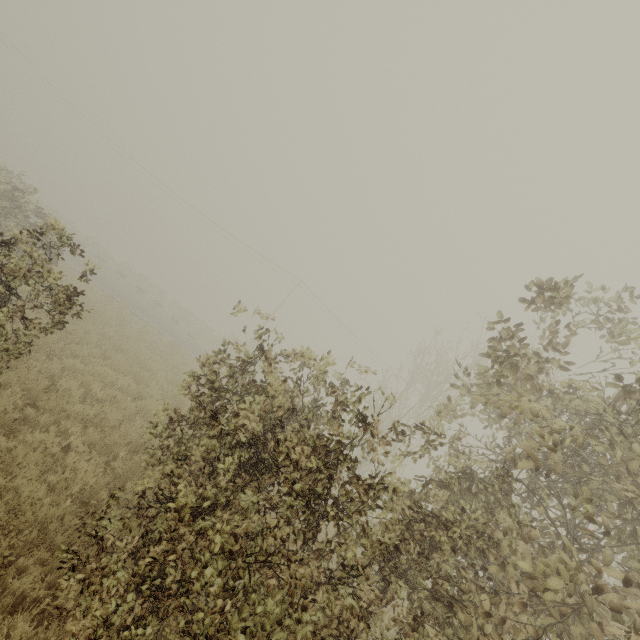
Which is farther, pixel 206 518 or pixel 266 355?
pixel 266 355

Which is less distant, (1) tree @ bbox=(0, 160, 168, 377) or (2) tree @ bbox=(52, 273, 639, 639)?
(2) tree @ bbox=(52, 273, 639, 639)

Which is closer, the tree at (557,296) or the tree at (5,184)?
the tree at (557,296)
